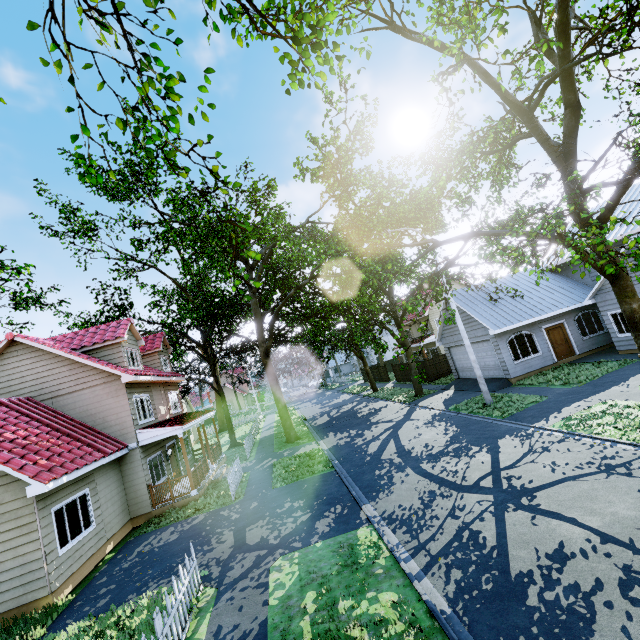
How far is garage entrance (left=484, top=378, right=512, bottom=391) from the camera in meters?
18.5

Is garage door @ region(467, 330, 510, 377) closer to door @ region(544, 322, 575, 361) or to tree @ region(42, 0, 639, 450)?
tree @ region(42, 0, 639, 450)

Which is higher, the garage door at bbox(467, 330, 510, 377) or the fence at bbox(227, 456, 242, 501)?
the garage door at bbox(467, 330, 510, 377)

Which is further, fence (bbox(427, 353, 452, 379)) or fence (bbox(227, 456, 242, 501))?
fence (bbox(427, 353, 452, 379))

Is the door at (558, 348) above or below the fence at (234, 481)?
above

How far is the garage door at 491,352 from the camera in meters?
19.0

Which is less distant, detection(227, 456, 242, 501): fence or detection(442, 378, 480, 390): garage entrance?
detection(227, 456, 242, 501): fence

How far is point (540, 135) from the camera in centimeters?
869cm
